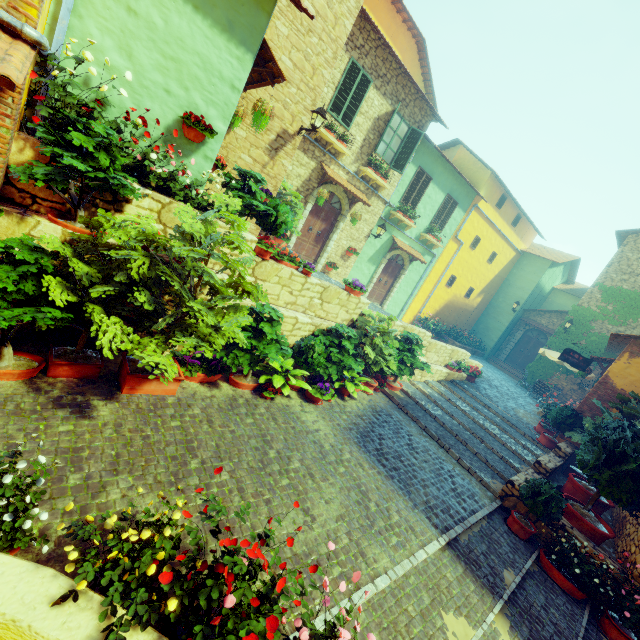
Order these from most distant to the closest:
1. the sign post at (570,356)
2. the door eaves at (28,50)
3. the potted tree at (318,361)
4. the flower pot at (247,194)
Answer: the sign post at (570,356) → the potted tree at (318,361) → the flower pot at (247,194) → the door eaves at (28,50)

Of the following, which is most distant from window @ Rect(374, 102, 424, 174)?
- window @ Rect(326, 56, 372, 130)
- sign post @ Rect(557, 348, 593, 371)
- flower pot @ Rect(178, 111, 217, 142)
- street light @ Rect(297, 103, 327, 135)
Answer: sign post @ Rect(557, 348, 593, 371)

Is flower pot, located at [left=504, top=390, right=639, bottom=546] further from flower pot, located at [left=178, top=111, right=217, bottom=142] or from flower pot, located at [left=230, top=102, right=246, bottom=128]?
flower pot, located at [left=230, top=102, right=246, bottom=128]

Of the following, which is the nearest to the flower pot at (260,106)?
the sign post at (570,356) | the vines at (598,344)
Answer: the sign post at (570,356)

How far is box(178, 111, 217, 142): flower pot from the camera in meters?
5.3

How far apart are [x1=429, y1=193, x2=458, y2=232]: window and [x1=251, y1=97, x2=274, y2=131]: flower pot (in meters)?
11.35

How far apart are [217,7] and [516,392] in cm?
1829

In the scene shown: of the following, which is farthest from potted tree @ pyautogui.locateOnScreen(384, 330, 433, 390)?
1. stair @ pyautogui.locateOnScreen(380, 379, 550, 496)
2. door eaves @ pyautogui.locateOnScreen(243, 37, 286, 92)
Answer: door eaves @ pyautogui.locateOnScreen(243, 37, 286, 92)
